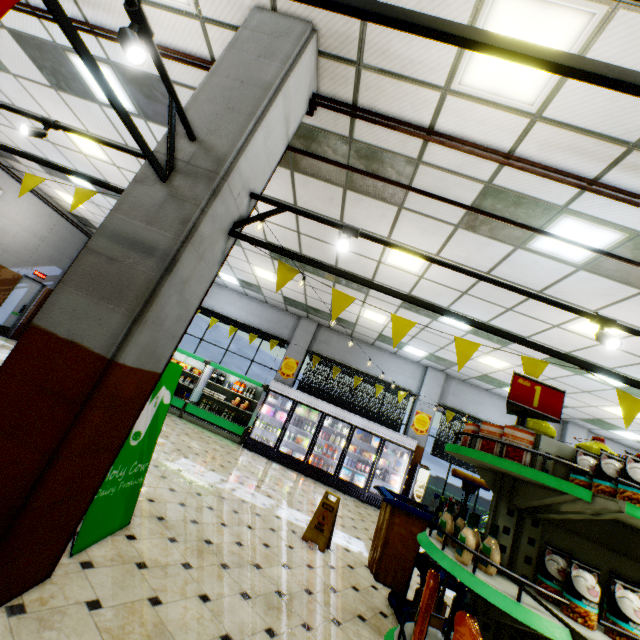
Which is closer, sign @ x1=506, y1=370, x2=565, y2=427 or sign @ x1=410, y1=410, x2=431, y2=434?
sign @ x1=506, y1=370, x2=565, y2=427

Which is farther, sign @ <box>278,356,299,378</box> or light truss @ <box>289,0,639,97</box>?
sign @ <box>278,356,299,378</box>

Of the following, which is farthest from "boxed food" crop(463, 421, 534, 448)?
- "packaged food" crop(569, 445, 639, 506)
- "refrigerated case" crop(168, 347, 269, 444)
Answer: "refrigerated case" crop(168, 347, 269, 444)

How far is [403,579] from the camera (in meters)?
3.54

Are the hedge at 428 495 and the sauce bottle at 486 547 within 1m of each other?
no

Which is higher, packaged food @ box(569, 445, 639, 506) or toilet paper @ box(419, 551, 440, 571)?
packaged food @ box(569, 445, 639, 506)

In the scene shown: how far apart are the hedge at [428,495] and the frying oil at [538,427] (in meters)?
9.86

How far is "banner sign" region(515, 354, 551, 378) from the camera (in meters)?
2.54
